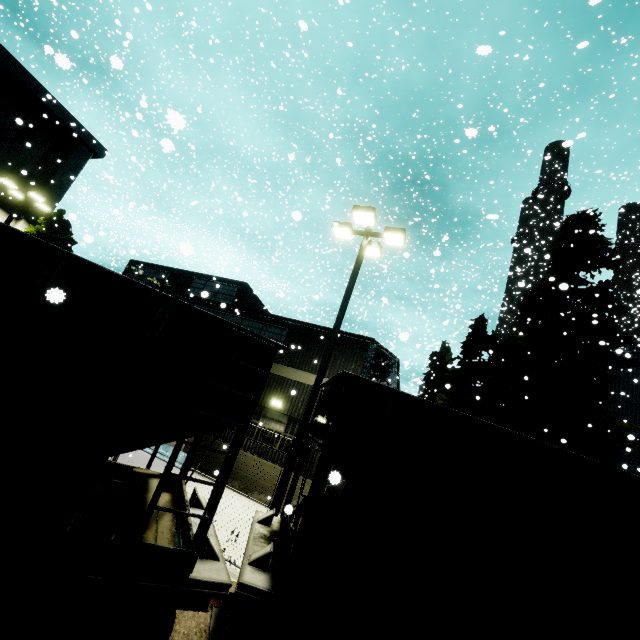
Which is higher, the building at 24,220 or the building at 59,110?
the building at 59,110

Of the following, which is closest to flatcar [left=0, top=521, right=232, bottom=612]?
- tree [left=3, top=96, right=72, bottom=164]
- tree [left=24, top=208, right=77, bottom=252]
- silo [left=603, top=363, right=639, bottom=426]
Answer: tree [left=3, top=96, right=72, bottom=164]

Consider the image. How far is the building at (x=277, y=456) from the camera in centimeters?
1290cm

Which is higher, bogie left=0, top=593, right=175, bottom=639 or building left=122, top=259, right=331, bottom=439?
building left=122, top=259, right=331, bottom=439

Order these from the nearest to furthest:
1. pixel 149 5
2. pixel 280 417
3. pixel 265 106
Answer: pixel 149 5
pixel 280 417
pixel 265 106

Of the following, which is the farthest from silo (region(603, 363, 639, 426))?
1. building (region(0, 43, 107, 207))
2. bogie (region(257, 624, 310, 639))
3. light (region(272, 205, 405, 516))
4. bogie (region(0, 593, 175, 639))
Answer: light (region(272, 205, 405, 516))

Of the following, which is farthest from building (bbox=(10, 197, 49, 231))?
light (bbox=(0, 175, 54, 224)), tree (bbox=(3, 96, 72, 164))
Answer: light (bbox=(0, 175, 54, 224))

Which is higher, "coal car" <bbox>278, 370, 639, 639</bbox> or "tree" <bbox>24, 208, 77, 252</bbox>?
"tree" <bbox>24, 208, 77, 252</bbox>
